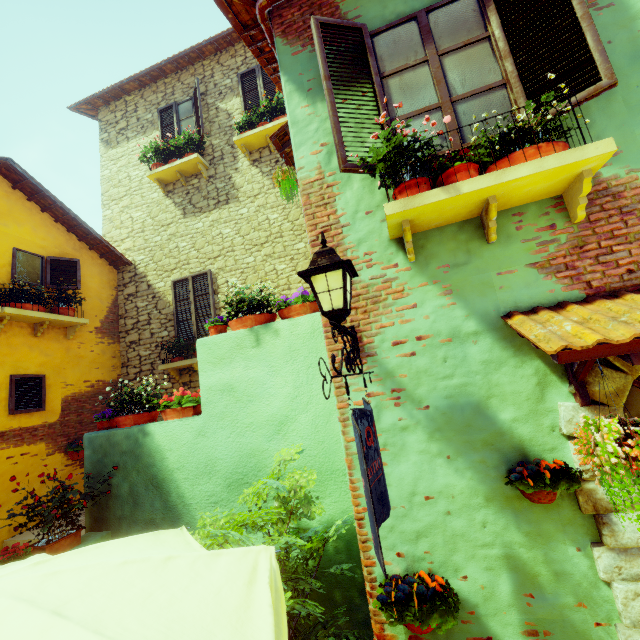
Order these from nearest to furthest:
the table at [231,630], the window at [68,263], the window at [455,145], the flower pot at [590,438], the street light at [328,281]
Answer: the table at [231,630], the flower pot at [590,438], the street light at [328,281], the window at [455,145], the window at [68,263]

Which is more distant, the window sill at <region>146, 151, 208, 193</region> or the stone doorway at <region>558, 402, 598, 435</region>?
the window sill at <region>146, 151, 208, 193</region>

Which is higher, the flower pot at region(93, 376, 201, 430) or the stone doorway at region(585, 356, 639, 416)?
the flower pot at region(93, 376, 201, 430)

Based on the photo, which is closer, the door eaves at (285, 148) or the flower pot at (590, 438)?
the flower pot at (590, 438)

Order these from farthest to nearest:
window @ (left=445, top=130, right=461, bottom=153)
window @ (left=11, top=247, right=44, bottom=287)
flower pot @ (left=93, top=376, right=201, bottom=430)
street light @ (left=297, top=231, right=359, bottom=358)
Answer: window @ (left=11, top=247, right=44, bottom=287) < flower pot @ (left=93, top=376, right=201, bottom=430) < window @ (left=445, top=130, right=461, bottom=153) < street light @ (left=297, top=231, right=359, bottom=358)

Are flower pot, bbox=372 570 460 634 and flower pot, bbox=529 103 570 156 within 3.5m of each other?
yes

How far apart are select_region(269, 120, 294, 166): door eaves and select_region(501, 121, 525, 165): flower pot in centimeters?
301cm

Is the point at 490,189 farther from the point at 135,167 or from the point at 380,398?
the point at 135,167
